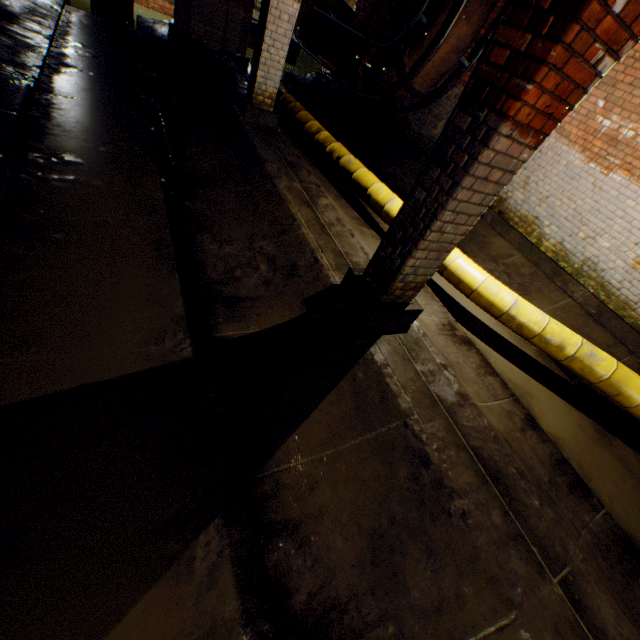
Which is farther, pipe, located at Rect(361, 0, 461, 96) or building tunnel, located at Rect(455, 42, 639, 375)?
pipe, located at Rect(361, 0, 461, 96)

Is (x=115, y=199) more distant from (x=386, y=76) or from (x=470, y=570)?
(x=386, y=76)

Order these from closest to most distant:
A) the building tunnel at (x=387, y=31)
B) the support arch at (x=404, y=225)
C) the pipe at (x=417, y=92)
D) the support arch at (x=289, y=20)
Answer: the support arch at (x=404, y=225) < the support arch at (x=289, y=20) < the pipe at (x=417, y=92) < the building tunnel at (x=387, y=31)

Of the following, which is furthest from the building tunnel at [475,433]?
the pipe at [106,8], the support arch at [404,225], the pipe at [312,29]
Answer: the pipe at [106,8]

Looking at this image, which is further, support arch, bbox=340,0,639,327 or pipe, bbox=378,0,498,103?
pipe, bbox=378,0,498,103

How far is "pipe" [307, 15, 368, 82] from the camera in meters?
8.9

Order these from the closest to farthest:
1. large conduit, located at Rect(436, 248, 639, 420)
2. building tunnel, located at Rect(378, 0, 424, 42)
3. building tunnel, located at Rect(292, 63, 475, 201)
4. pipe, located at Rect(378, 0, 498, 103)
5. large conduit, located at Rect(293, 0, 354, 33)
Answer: large conduit, located at Rect(436, 248, 639, 420) → pipe, located at Rect(378, 0, 498, 103) → building tunnel, located at Rect(292, 63, 475, 201) → building tunnel, located at Rect(378, 0, 424, 42) → large conduit, located at Rect(293, 0, 354, 33)
